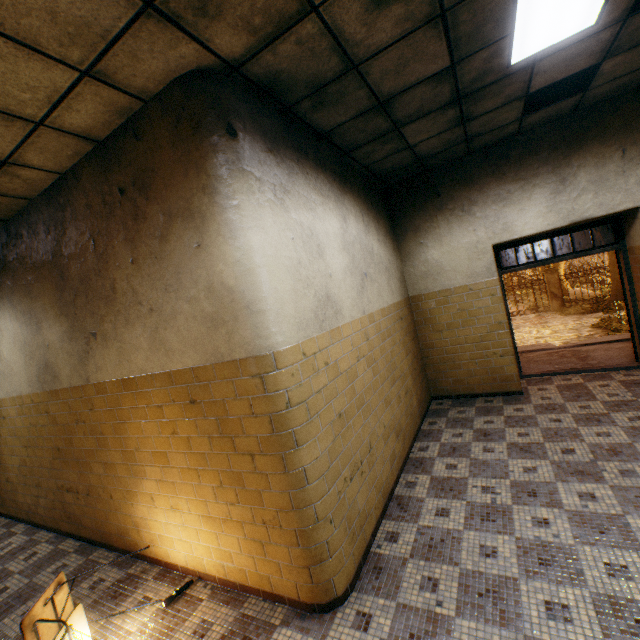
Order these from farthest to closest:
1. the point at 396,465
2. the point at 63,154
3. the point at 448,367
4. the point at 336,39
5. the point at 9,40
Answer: the point at 448,367
the point at 396,465
the point at 63,154
the point at 336,39
the point at 9,40

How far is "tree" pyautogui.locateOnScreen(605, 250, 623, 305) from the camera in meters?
16.2 m

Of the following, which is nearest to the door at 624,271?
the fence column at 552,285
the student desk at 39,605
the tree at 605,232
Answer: the student desk at 39,605

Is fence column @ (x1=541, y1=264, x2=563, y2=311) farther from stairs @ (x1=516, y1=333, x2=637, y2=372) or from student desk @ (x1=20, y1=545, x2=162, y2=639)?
student desk @ (x1=20, y1=545, x2=162, y2=639)

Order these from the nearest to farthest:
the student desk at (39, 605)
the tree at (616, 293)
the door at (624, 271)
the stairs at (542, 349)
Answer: the student desk at (39, 605)
the door at (624, 271)
the stairs at (542, 349)
the tree at (616, 293)

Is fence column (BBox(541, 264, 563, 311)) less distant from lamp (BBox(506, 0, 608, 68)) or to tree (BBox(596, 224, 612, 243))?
tree (BBox(596, 224, 612, 243))

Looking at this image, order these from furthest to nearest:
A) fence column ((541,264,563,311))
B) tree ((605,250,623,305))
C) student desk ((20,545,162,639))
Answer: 1. fence column ((541,264,563,311))
2. tree ((605,250,623,305))
3. student desk ((20,545,162,639))

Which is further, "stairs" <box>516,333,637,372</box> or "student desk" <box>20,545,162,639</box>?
"stairs" <box>516,333,637,372</box>
